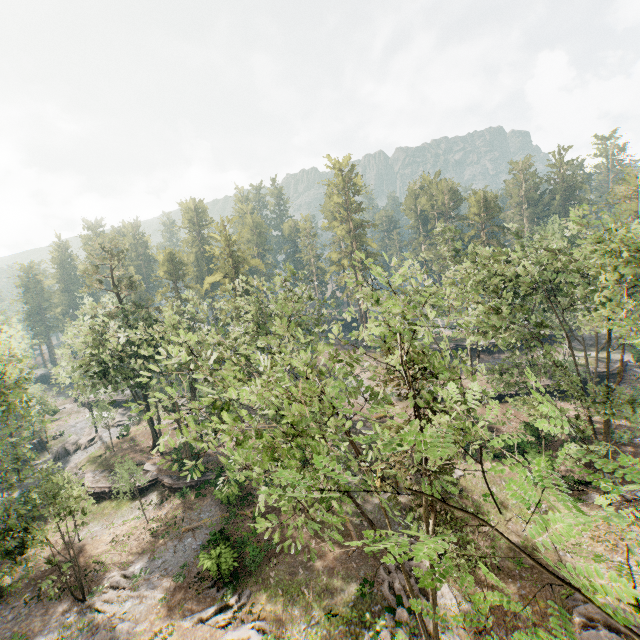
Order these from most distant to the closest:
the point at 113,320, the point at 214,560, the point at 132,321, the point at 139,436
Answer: the point at 139,436 → the point at 113,320 → the point at 132,321 → the point at 214,560

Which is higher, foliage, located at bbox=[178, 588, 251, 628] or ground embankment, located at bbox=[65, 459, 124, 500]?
ground embankment, located at bbox=[65, 459, 124, 500]

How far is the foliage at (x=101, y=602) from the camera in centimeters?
2208cm

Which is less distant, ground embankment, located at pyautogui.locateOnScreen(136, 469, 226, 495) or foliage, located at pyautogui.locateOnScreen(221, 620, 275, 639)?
foliage, located at pyautogui.locateOnScreen(221, 620, 275, 639)

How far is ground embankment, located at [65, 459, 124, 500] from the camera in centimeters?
3459cm

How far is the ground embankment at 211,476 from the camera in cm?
3309

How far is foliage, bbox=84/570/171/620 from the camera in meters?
22.1

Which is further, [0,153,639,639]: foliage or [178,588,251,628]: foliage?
[178,588,251,628]: foliage
